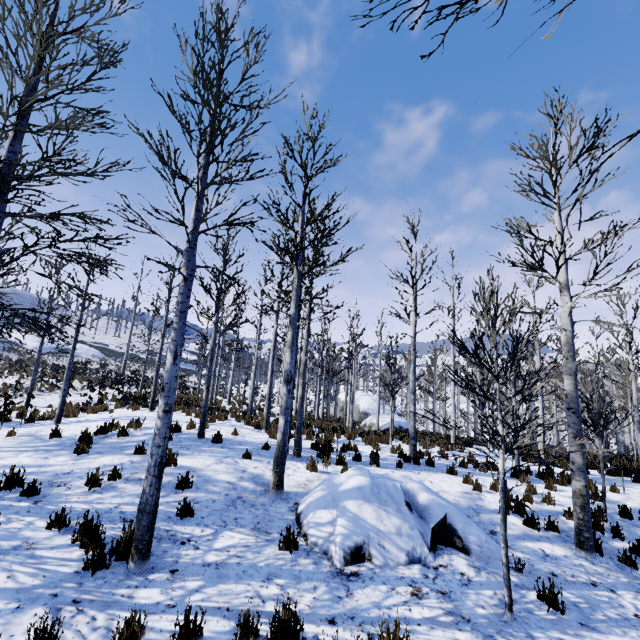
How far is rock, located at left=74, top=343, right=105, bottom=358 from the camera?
56.6m

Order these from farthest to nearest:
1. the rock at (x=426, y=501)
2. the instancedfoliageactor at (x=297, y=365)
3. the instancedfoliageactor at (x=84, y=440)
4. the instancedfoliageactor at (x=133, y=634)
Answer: the instancedfoliageactor at (x=84, y=440), the rock at (x=426, y=501), the instancedfoliageactor at (x=297, y=365), the instancedfoliageactor at (x=133, y=634)

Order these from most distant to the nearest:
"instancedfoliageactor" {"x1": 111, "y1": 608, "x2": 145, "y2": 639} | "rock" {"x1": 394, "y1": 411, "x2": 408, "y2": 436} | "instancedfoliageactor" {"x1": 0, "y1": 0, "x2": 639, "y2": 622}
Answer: "rock" {"x1": 394, "y1": 411, "x2": 408, "y2": 436}, "instancedfoliageactor" {"x1": 0, "y1": 0, "x2": 639, "y2": 622}, "instancedfoliageactor" {"x1": 111, "y1": 608, "x2": 145, "y2": 639}

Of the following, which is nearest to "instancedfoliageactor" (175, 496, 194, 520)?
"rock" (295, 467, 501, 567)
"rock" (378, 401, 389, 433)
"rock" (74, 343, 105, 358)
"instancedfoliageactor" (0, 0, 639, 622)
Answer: "instancedfoliageactor" (0, 0, 639, 622)

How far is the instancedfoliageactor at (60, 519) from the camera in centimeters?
466cm

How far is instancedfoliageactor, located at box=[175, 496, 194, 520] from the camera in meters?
5.4 m

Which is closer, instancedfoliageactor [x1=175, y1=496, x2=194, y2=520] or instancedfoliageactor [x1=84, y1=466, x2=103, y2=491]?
instancedfoliageactor [x1=175, y1=496, x2=194, y2=520]

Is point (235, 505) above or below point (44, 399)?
below
